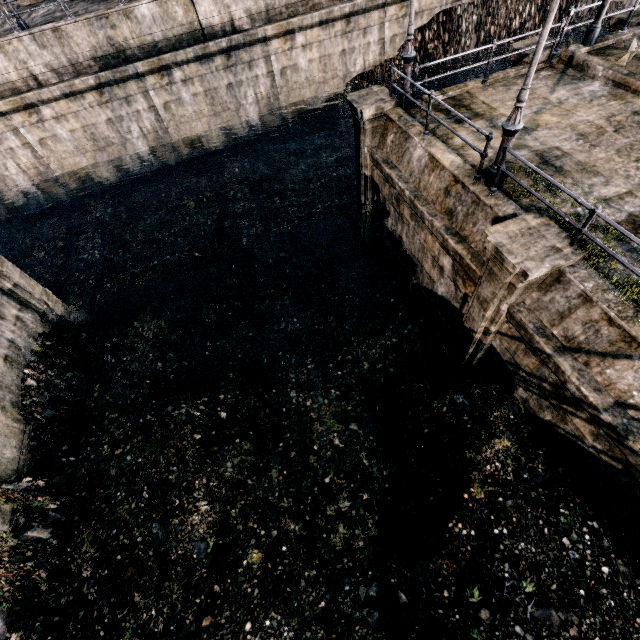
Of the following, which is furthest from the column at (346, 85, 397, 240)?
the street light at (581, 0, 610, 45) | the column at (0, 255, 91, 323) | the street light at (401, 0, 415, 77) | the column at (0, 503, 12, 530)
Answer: the column at (0, 503, 12, 530)

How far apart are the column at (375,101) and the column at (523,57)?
5.5m

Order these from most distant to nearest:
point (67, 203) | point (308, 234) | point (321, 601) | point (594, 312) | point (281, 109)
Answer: point (281, 109) < point (67, 203) < point (308, 234) < point (321, 601) < point (594, 312)

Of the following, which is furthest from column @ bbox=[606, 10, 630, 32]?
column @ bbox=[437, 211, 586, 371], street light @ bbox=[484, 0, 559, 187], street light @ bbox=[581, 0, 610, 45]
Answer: column @ bbox=[437, 211, 586, 371]

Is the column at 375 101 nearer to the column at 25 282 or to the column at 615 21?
the column at 615 21

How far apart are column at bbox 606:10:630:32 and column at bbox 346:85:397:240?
10.1 meters

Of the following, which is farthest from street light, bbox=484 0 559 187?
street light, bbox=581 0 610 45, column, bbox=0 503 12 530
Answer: column, bbox=0 503 12 530

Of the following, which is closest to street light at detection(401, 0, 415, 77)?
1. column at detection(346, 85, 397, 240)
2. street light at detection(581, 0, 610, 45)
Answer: column at detection(346, 85, 397, 240)
